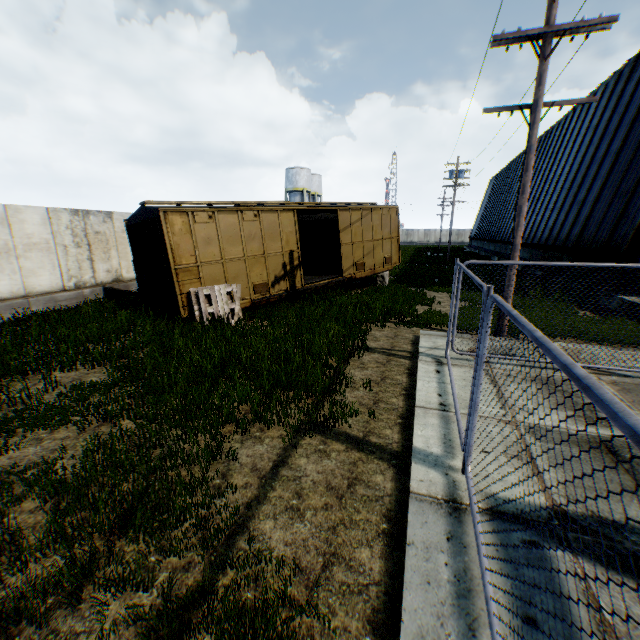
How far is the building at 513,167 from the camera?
31.20m

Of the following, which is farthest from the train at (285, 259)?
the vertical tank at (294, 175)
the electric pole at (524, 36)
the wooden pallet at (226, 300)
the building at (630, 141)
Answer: the vertical tank at (294, 175)

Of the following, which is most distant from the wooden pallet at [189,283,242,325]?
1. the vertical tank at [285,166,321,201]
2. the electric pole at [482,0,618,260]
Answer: the vertical tank at [285,166,321,201]

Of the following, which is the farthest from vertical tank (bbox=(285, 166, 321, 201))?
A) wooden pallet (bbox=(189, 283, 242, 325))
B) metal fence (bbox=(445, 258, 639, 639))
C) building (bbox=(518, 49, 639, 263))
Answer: metal fence (bbox=(445, 258, 639, 639))

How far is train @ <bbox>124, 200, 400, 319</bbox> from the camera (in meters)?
9.68

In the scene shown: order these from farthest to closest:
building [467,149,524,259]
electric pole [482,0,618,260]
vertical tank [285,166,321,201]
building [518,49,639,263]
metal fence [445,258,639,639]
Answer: vertical tank [285,166,321,201] → building [467,149,524,259] → building [518,49,639,263] → electric pole [482,0,618,260] → metal fence [445,258,639,639]

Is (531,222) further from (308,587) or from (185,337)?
(308,587)

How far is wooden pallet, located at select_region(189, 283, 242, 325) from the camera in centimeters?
973cm
